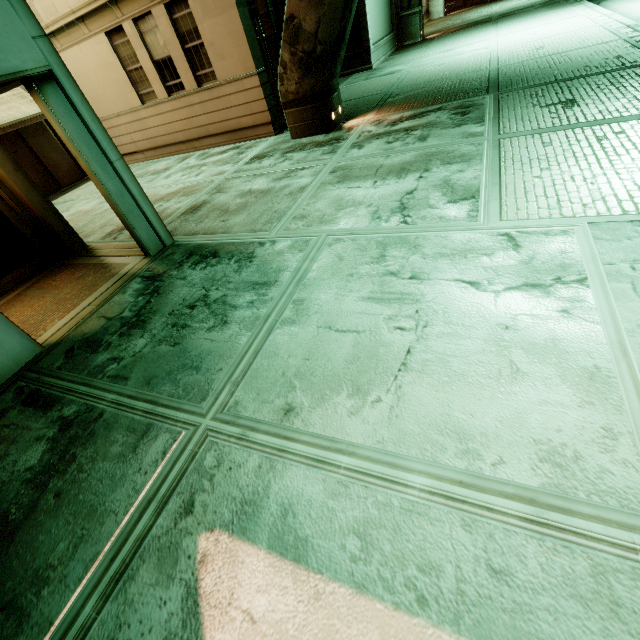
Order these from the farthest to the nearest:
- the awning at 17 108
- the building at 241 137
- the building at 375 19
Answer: the building at 375 19, the awning at 17 108, the building at 241 137

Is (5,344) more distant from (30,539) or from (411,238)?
(411,238)

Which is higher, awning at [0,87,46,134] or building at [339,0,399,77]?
awning at [0,87,46,134]

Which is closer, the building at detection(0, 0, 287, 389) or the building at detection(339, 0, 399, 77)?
the building at detection(0, 0, 287, 389)

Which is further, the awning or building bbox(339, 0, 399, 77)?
building bbox(339, 0, 399, 77)

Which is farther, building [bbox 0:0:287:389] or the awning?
the awning

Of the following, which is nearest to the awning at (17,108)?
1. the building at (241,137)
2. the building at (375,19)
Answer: the building at (241,137)

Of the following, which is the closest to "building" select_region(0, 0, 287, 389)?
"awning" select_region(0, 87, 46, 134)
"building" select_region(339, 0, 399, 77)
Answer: "awning" select_region(0, 87, 46, 134)
